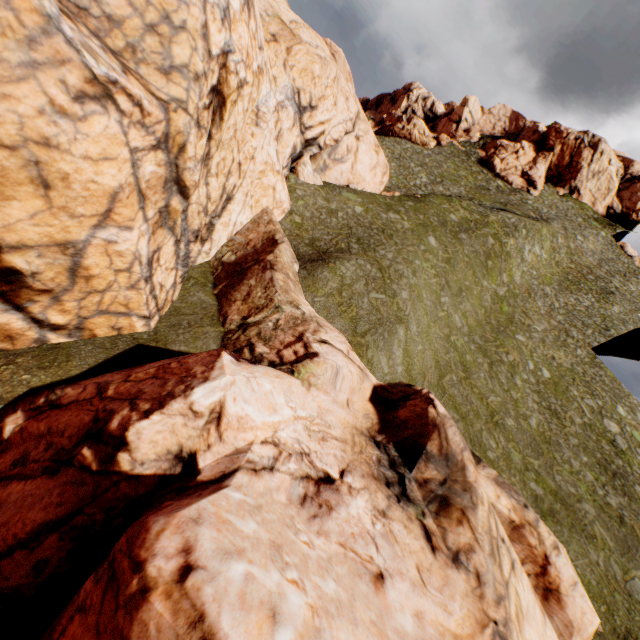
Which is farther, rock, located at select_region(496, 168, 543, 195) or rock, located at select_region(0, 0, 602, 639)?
rock, located at select_region(496, 168, 543, 195)

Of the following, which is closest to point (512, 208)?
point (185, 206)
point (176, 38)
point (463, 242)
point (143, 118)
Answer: point (463, 242)

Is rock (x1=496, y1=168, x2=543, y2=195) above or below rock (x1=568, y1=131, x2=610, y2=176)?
below

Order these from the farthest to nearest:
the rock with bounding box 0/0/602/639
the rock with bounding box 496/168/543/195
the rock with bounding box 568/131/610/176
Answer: the rock with bounding box 568/131/610/176, the rock with bounding box 496/168/543/195, the rock with bounding box 0/0/602/639

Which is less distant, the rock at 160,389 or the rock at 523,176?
the rock at 160,389
